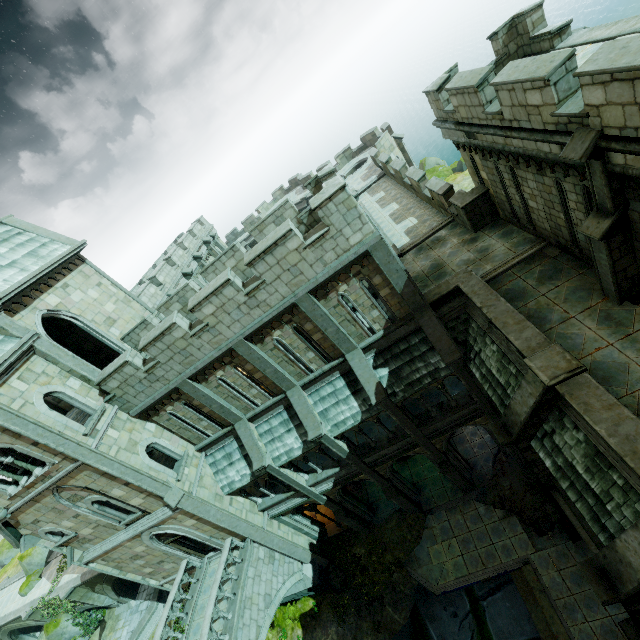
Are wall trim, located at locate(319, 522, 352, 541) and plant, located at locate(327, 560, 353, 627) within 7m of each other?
yes

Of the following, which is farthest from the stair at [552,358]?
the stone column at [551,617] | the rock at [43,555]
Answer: the rock at [43,555]

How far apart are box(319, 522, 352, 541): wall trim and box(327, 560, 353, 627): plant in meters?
0.8 m

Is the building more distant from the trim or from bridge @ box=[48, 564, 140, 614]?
the trim

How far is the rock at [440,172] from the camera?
39.9m

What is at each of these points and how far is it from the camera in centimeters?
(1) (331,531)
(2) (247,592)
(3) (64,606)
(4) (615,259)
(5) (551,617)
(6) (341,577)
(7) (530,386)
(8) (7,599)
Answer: (1) wall trim, 1969cm
(2) bridge, 1443cm
(3) plant, 2438cm
(4) stone column, 786cm
(5) stone column, 1271cm
(6) plant, 1762cm
(7) stone column, 830cm
(8) bridge, 2822cm

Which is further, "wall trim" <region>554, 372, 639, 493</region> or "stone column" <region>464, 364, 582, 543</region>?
"stone column" <region>464, 364, 582, 543</region>

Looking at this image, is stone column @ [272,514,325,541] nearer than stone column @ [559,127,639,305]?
No
